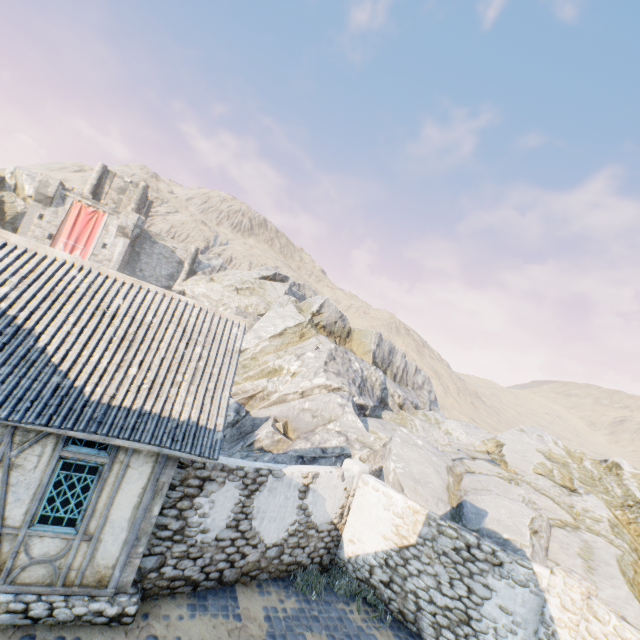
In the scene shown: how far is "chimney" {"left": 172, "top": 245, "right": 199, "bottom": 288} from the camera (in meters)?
39.45

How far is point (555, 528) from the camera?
10.9 meters

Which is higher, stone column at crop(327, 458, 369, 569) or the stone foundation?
stone column at crop(327, 458, 369, 569)

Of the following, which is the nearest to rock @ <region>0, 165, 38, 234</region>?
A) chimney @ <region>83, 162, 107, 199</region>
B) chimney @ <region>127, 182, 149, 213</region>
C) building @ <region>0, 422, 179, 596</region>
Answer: building @ <region>0, 422, 179, 596</region>

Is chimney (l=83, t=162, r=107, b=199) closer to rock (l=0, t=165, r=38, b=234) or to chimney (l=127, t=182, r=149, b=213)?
rock (l=0, t=165, r=38, b=234)

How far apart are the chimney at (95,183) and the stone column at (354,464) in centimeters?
4313cm

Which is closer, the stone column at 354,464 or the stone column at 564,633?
the stone column at 564,633

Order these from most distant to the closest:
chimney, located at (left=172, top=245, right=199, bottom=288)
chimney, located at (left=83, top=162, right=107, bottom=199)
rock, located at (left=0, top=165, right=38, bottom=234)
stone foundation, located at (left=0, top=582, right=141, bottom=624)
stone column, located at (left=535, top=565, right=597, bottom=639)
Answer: chimney, located at (left=172, top=245, right=199, bottom=288) < chimney, located at (left=83, top=162, right=107, bottom=199) < rock, located at (left=0, top=165, right=38, bottom=234) < stone column, located at (left=535, top=565, right=597, bottom=639) < stone foundation, located at (left=0, top=582, right=141, bottom=624)
